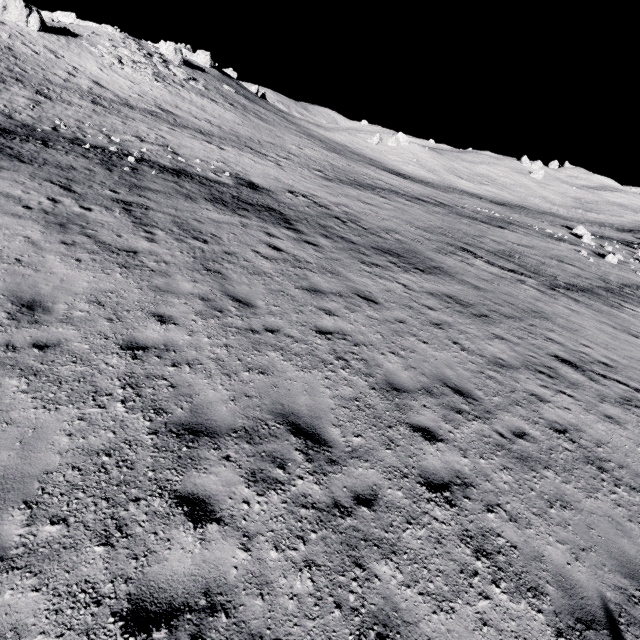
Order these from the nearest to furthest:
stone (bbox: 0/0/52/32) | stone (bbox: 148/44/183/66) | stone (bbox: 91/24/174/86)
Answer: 1. stone (bbox: 0/0/52/32)
2. stone (bbox: 91/24/174/86)
3. stone (bbox: 148/44/183/66)

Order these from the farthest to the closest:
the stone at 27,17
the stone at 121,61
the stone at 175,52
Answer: the stone at 175,52, the stone at 121,61, the stone at 27,17

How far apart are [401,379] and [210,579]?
5.1m

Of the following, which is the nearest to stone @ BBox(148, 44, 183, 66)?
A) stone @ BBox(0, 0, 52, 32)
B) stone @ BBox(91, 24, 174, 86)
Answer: stone @ BBox(91, 24, 174, 86)

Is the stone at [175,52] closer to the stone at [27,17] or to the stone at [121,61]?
the stone at [121,61]

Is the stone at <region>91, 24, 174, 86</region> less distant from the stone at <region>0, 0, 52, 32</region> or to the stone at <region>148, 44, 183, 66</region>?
the stone at <region>0, 0, 52, 32</region>
